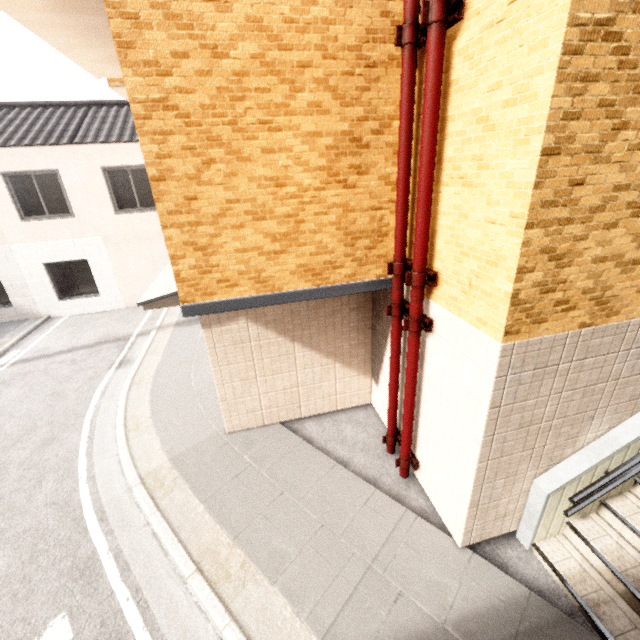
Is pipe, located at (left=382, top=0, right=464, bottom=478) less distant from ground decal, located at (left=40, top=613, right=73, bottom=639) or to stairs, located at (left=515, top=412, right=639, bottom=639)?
stairs, located at (left=515, top=412, right=639, bottom=639)

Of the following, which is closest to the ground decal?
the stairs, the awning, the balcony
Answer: the awning

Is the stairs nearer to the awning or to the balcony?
the awning

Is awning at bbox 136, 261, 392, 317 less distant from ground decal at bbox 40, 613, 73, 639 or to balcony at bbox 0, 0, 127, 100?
balcony at bbox 0, 0, 127, 100

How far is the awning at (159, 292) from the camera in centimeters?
413cm

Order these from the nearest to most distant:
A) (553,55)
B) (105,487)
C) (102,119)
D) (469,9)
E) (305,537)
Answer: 1. (553,55)
2. (469,9)
3. (305,537)
4. (105,487)
5. (102,119)

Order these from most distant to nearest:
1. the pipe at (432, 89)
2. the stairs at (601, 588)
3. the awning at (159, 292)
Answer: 1. the awning at (159, 292)
2. the stairs at (601, 588)
3. the pipe at (432, 89)

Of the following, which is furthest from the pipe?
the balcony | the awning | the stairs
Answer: the balcony
